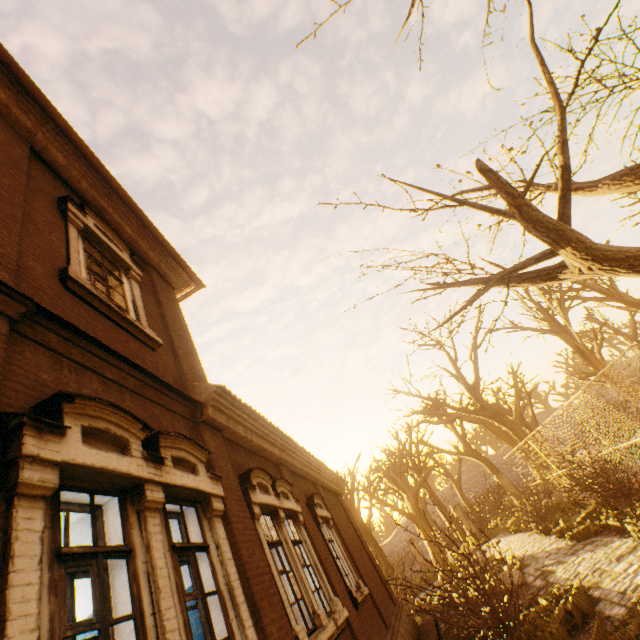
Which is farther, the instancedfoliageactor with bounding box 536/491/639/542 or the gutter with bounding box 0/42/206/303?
the instancedfoliageactor with bounding box 536/491/639/542

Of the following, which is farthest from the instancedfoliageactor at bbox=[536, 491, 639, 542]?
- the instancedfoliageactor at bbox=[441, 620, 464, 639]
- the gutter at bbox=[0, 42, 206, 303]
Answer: the gutter at bbox=[0, 42, 206, 303]

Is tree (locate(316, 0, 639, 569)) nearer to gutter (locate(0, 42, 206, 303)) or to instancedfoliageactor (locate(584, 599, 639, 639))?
instancedfoliageactor (locate(584, 599, 639, 639))

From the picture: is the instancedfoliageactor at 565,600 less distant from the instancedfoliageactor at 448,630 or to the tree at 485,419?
the instancedfoliageactor at 448,630

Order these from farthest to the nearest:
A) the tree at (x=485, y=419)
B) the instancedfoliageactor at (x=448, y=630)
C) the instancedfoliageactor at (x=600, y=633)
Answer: the instancedfoliageactor at (x=448, y=630)
the instancedfoliageactor at (x=600, y=633)
the tree at (x=485, y=419)

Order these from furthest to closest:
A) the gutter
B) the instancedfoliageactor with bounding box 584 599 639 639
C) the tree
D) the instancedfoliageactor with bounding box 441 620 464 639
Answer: the instancedfoliageactor with bounding box 441 620 464 639 < the gutter < the instancedfoliageactor with bounding box 584 599 639 639 < the tree

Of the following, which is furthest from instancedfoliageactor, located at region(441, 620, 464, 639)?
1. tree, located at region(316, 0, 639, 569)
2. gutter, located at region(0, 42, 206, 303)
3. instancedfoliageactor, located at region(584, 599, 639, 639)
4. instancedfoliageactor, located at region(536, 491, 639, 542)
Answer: gutter, located at region(0, 42, 206, 303)

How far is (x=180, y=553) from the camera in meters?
3.4
